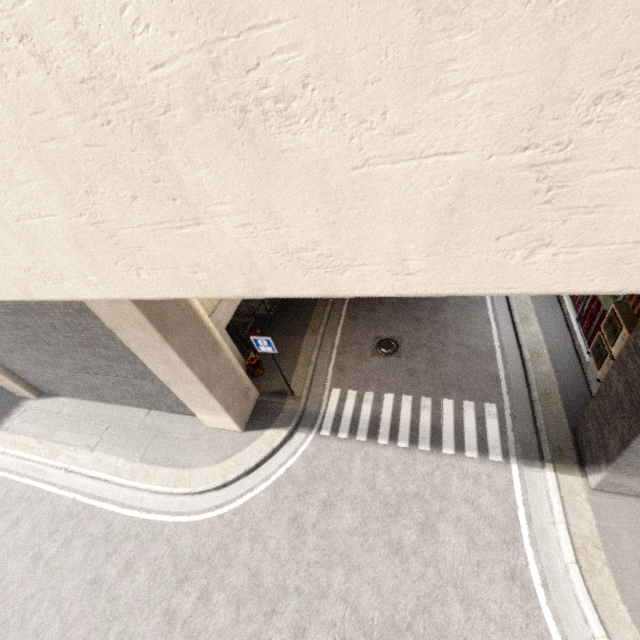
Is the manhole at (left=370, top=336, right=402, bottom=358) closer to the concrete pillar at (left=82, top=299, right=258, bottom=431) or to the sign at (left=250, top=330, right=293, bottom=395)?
the sign at (left=250, top=330, right=293, bottom=395)

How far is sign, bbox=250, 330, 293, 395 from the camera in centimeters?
832cm

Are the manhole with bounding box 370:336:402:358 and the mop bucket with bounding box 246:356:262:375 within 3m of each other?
no

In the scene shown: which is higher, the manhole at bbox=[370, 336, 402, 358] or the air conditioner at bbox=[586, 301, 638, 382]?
the air conditioner at bbox=[586, 301, 638, 382]

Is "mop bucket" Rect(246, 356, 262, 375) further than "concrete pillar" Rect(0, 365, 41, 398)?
No

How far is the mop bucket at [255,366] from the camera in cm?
1098

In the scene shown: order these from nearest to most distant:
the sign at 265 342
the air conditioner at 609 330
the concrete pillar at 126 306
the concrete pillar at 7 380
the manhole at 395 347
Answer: the air conditioner at 609 330
the concrete pillar at 126 306
the sign at 265 342
the manhole at 395 347
the concrete pillar at 7 380

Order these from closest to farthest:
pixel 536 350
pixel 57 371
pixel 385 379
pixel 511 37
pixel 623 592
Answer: pixel 511 37, pixel 623 592, pixel 536 350, pixel 385 379, pixel 57 371
